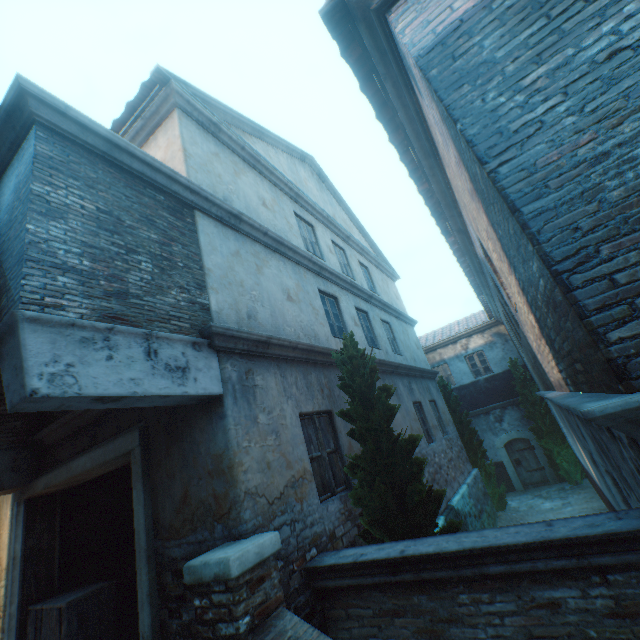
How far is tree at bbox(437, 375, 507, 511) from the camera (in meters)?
12.74

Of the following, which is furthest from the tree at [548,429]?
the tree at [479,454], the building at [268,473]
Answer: the building at [268,473]

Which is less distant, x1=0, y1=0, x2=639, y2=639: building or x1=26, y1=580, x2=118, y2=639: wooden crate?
x1=0, y1=0, x2=639, y2=639: building

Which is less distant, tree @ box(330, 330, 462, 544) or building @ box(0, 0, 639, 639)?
building @ box(0, 0, 639, 639)

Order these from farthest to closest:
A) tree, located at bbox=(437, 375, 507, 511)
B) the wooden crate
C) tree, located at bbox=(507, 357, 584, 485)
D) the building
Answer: tree, located at bbox=(507, 357, 584, 485), tree, located at bbox=(437, 375, 507, 511), the wooden crate, the building

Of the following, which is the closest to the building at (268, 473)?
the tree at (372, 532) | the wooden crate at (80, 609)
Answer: the wooden crate at (80, 609)

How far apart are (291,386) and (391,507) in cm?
226

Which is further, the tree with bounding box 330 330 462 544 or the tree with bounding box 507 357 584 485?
the tree with bounding box 507 357 584 485
